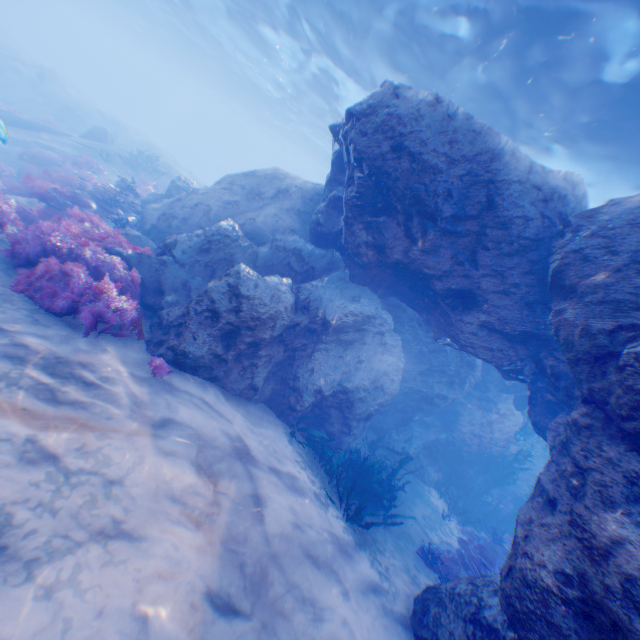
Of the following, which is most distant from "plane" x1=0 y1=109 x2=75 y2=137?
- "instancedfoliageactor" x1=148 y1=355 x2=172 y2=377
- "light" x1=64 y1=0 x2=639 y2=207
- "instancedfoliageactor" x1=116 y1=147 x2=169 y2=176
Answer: "instancedfoliageactor" x1=148 y1=355 x2=172 y2=377

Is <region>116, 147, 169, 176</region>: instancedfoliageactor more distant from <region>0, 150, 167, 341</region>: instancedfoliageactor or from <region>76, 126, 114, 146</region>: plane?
<region>0, 150, 167, 341</region>: instancedfoliageactor

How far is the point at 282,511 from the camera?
4.77m

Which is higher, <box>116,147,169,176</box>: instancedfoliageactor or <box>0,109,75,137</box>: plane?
<box>116,147,169,176</box>: instancedfoliageactor

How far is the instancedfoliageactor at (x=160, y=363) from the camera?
5.4 meters

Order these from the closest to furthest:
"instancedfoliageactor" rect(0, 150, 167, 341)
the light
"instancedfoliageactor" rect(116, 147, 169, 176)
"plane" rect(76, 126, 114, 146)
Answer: "instancedfoliageactor" rect(0, 150, 167, 341)
the light
"instancedfoliageactor" rect(116, 147, 169, 176)
"plane" rect(76, 126, 114, 146)

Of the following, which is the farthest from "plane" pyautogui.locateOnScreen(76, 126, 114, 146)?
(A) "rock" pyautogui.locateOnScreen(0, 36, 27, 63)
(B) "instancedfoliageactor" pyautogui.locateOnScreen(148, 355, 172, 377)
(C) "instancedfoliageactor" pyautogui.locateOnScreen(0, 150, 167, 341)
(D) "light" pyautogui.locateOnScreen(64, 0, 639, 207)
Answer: (B) "instancedfoliageactor" pyautogui.locateOnScreen(148, 355, 172, 377)

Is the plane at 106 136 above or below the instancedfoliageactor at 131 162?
below
